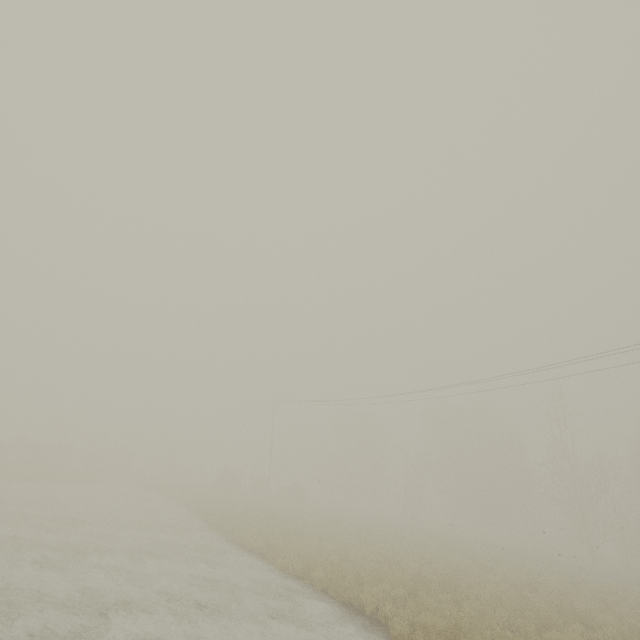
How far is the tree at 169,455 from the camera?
53.2 meters

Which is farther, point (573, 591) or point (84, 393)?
point (84, 393)

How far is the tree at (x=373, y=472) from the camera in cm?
→ 5331

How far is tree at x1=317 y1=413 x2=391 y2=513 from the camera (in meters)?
53.31

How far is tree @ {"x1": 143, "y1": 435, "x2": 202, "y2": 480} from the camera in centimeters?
5316cm
